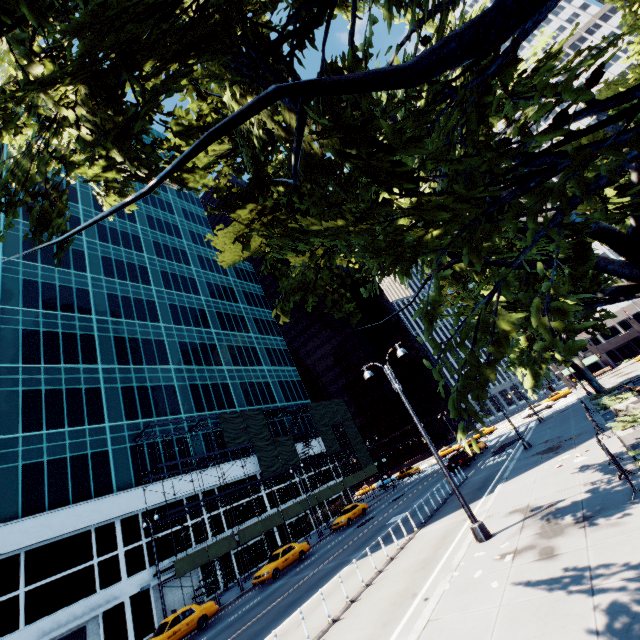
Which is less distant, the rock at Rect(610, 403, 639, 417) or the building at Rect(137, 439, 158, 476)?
the rock at Rect(610, 403, 639, 417)

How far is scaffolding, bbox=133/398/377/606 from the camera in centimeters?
2772cm

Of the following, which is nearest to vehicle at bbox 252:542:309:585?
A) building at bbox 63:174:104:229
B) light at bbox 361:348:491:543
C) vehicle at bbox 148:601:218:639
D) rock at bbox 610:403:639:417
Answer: vehicle at bbox 148:601:218:639

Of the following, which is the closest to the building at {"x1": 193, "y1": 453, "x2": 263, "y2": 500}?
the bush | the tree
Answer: the tree

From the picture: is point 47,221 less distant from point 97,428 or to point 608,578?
point 608,578

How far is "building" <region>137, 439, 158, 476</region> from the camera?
31.7m

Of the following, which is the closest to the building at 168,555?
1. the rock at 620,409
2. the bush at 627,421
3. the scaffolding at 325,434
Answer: the scaffolding at 325,434

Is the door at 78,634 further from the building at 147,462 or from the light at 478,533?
the light at 478,533
